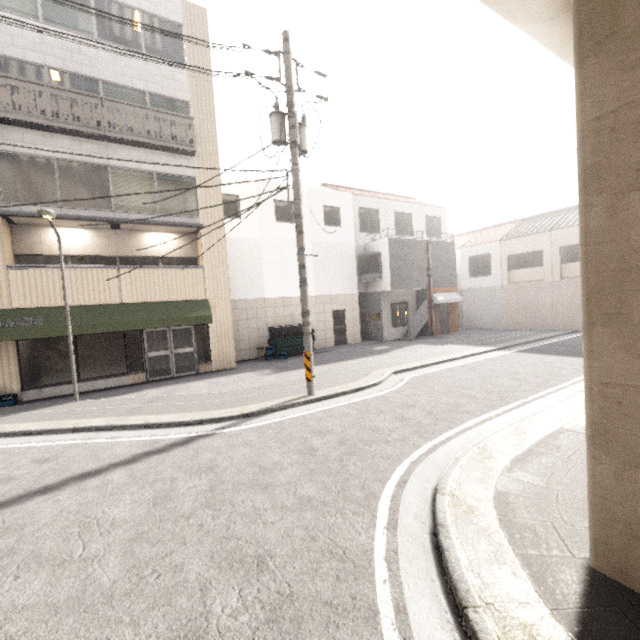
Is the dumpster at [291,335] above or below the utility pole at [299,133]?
below

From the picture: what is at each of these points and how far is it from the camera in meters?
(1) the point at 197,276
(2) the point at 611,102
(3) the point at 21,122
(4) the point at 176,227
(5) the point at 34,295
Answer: (1) balcony, 13.1
(2) concrete pillar, 2.4
(3) balcony, 10.0
(4) awning, 12.7
(5) balcony, 10.5

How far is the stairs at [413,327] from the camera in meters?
19.2

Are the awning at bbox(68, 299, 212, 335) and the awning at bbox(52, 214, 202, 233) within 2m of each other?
no

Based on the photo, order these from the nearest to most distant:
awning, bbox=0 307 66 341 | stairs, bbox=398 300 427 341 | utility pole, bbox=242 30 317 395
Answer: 1. utility pole, bbox=242 30 317 395
2. awning, bbox=0 307 66 341
3. stairs, bbox=398 300 427 341

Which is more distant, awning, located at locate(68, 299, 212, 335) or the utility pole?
awning, located at locate(68, 299, 212, 335)

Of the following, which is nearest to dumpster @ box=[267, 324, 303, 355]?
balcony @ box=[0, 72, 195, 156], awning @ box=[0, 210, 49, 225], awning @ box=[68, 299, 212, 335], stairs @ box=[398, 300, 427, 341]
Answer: awning @ box=[68, 299, 212, 335]

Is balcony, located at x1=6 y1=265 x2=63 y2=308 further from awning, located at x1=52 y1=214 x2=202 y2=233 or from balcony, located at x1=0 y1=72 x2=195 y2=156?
balcony, located at x1=0 y1=72 x2=195 y2=156
